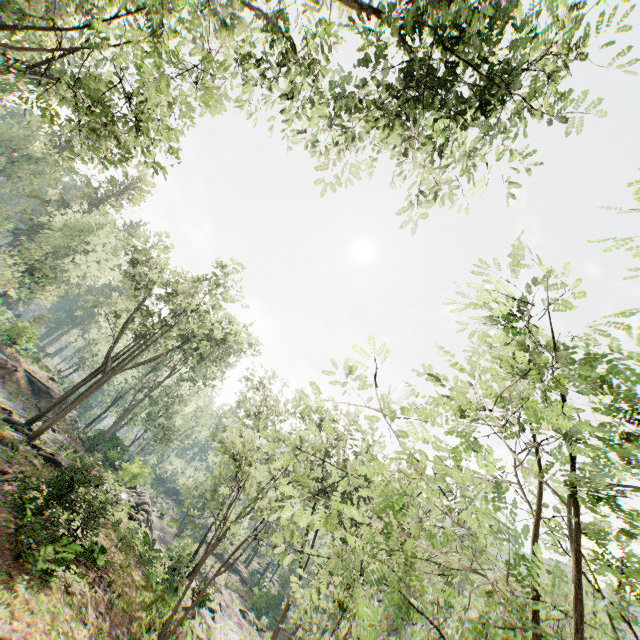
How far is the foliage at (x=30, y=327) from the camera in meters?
34.4

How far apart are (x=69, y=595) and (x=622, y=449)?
15.5m

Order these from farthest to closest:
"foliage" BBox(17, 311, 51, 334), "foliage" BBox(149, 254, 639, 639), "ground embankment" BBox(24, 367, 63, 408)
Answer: "ground embankment" BBox(24, 367, 63, 408) < "foliage" BBox(17, 311, 51, 334) < "foliage" BBox(149, 254, 639, 639)

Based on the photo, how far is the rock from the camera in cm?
2147

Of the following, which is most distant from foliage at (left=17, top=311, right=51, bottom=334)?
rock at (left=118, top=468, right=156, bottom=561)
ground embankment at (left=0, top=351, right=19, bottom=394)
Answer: ground embankment at (left=0, top=351, right=19, bottom=394)

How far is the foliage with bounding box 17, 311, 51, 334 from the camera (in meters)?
34.41

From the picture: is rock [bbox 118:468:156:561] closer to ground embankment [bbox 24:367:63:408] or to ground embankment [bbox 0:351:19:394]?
ground embankment [bbox 0:351:19:394]

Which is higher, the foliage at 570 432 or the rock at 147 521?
the foliage at 570 432
